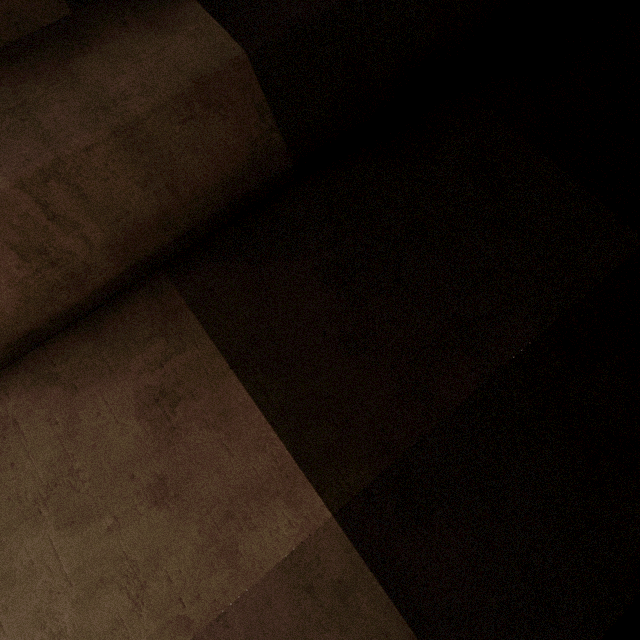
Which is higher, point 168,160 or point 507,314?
point 168,160
